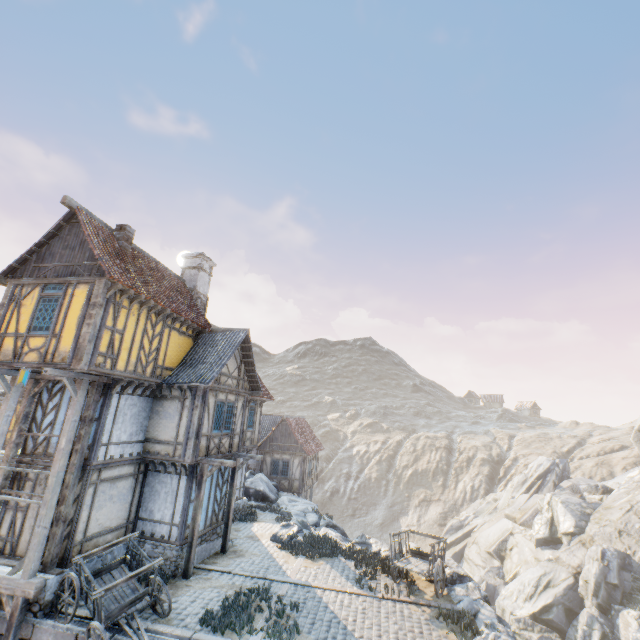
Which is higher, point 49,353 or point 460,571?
point 49,353

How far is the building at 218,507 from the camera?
13.7m

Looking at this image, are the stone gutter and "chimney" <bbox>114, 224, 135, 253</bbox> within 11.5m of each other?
no

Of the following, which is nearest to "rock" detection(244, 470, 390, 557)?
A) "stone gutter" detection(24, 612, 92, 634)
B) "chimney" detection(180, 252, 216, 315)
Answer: "stone gutter" detection(24, 612, 92, 634)

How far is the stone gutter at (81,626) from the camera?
8.71m

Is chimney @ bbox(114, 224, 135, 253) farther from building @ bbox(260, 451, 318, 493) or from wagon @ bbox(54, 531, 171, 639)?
building @ bbox(260, 451, 318, 493)

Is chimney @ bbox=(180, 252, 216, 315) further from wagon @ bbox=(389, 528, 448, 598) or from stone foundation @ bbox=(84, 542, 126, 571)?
wagon @ bbox=(389, 528, 448, 598)

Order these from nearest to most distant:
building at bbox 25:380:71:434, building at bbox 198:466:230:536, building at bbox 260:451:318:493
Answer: building at bbox 25:380:71:434
building at bbox 198:466:230:536
building at bbox 260:451:318:493
